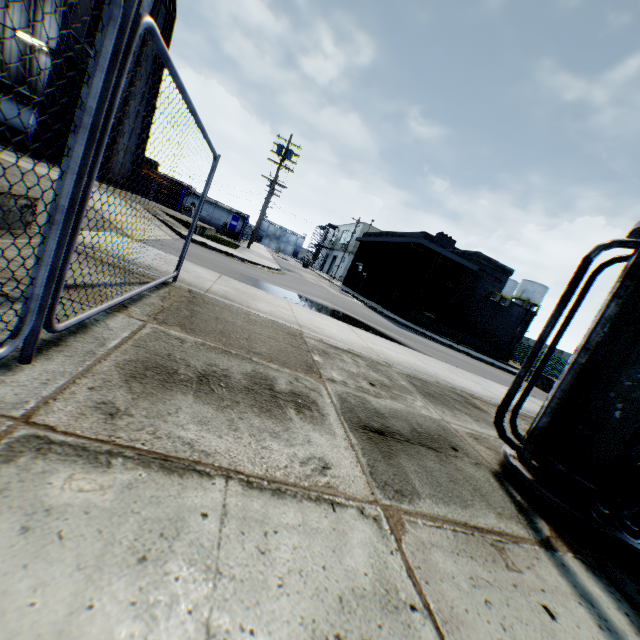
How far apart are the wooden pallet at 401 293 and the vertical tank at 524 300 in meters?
33.6 m

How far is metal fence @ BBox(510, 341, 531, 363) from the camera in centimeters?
3441cm

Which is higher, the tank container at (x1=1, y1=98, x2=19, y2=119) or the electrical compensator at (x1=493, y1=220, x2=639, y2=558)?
the tank container at (x1=1, y1=98, x2=19, y2=119)

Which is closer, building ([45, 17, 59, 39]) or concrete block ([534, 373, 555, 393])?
concrete block ([534, 373, 555, 393])

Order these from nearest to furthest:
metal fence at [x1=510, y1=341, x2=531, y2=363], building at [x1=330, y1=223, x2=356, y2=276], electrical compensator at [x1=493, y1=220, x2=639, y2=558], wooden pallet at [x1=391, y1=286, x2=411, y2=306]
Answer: electrical compensator at [x1=493, y1=220, x2=639, y2=558] < wooden pallet at [x1=391, y1=286, x2=411, y2=306] < metal fence at [x1=510, y1=341, x2=531, y2=363] < building at [x1=330, y1=223, x2=356, y2=276]

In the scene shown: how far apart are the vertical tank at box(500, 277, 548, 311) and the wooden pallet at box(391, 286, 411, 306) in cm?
3358

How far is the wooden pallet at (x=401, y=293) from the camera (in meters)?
27.20

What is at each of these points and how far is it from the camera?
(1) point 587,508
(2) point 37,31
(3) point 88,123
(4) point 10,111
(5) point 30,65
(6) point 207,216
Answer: (1) electrical compensator, 2.93m
(2) building, 19.08m
(3) metal fence, 1.66m
(4) tank container, 17.66m
(5) building, 19.72m
(6) tank container, 33.72m
